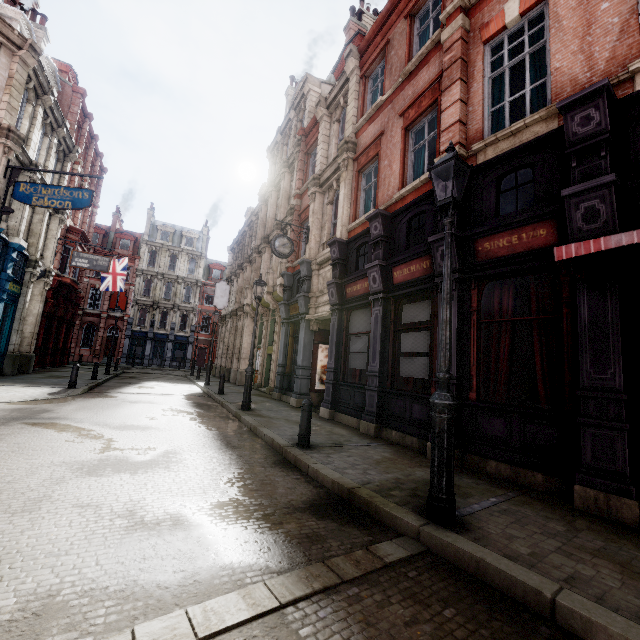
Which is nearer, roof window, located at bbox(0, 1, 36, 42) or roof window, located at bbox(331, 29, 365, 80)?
roof window, located at bbox(0, 1, 36, 42)

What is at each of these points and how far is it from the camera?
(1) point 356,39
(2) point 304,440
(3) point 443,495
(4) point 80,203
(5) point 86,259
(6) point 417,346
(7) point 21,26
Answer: (1) roof window, 14.85m
(2) post, 6.59m
(3) street light, 3.69m
(4) sign, 12.73m
(5) sign, 19.91m
(6) sign, 7.90m
(7) roof window, 14.69m

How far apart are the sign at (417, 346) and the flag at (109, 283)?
26.21m

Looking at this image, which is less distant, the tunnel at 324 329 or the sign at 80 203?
the sign at 80 203

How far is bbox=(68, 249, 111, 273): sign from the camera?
19.6m

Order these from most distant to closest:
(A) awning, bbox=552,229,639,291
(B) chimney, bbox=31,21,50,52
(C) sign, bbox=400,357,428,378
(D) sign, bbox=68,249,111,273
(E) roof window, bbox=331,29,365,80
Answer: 1. (D) sign, bbox=68,249,111,273
2. (B) chimney, bbox=31,21,50,52
3. (E) roof window, bbox=331,29,365,80
4. (C) sign, bbox=400,357,428,378
5. (A) awning, bbox=552,229,639,291

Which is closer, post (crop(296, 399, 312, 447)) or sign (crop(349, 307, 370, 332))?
post (crop(296, 399, 312, 447))

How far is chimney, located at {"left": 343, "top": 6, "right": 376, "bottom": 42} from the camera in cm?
1938
